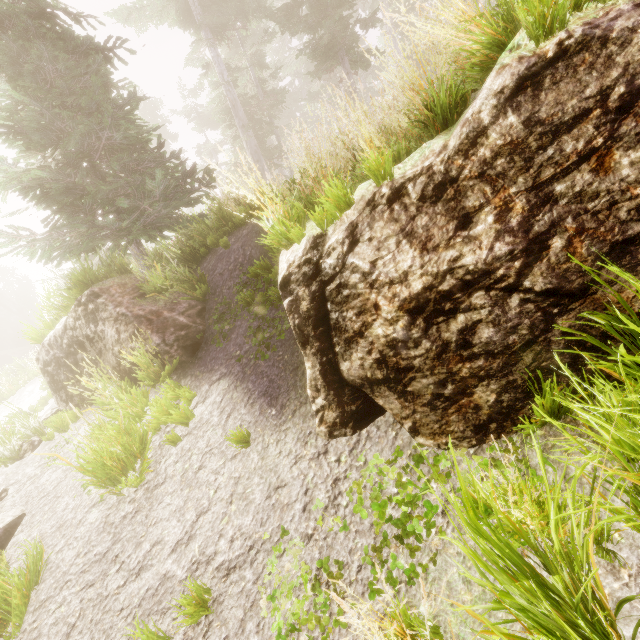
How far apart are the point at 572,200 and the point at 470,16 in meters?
1.7 m

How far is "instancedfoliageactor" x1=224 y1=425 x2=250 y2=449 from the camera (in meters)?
3.78

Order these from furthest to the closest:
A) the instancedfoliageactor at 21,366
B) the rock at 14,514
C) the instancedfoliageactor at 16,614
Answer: the instancedfoliageactor at 21,366
the rock at 14,514
the instancedfoliageactor at 16,614

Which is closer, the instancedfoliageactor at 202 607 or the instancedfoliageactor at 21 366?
the instancedfoliageactor at 202 607

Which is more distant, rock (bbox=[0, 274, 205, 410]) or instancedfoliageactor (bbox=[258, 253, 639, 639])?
rock (bbox=[0, 274, 205, 410])

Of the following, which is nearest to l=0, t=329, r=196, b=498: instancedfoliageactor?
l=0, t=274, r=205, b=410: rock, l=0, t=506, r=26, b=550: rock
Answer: l=0, t=274, r=205, b=410: rock

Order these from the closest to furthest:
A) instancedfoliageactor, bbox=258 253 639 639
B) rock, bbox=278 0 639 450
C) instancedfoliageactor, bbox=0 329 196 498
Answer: instancedfoliageactor, bbox=258 253 639 639
rock, bbox=278 0 639 450
instancedfoliageactor, bbox=0 329 196 498
